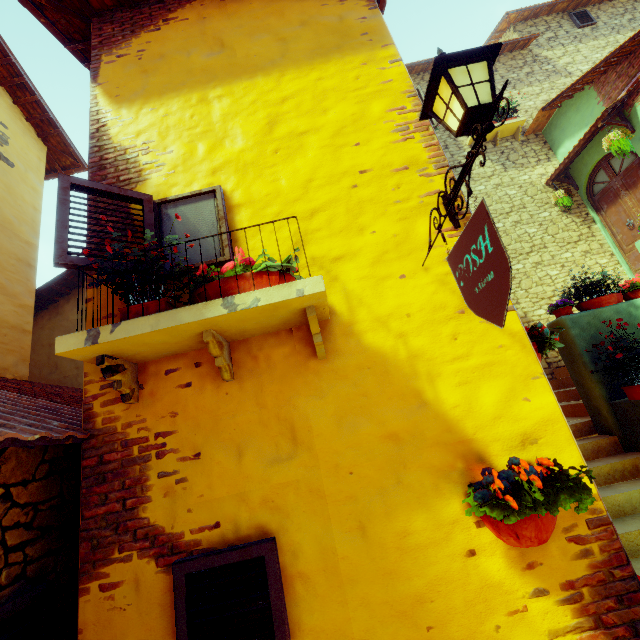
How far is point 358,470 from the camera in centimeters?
188cm

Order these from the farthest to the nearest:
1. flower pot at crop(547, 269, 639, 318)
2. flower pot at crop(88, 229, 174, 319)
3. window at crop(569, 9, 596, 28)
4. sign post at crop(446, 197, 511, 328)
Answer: window at crop(569, 9, 596, 28), flower pot at crop(547, 269, 639, 318), flower pot at crop(88, 229, 174, 319), sign post at crop(446, 197, 511, 328)

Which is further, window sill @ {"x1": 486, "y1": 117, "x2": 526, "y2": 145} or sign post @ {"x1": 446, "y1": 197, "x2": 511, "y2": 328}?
window sill @ {"x1": 486, "y1": 117, "x2": 526, "y2": 145}

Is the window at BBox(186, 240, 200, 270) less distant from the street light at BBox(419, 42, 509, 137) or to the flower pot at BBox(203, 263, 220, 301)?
the flower pot at BBox(203, 263, 220, 301)

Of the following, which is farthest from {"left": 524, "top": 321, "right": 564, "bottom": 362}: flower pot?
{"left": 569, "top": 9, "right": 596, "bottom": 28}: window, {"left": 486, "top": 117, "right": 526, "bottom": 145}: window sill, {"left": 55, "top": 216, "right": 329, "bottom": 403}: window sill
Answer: {"left": 569, "top": 9, "right": 596, "bottom": 28}: window

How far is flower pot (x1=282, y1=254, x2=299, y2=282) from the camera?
2.0 meters

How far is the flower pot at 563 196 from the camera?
8.2 meters

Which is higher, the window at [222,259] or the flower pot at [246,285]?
the window at [222,259]
